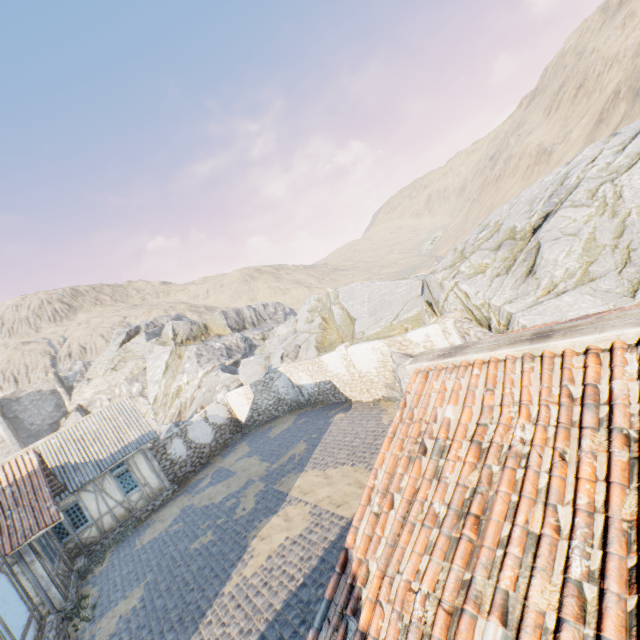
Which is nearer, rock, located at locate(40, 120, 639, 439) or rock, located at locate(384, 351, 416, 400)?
rock, located at locate(40, 120, 639, 439)

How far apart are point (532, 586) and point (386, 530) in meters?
1.3 m

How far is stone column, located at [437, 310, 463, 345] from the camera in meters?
11.4 m

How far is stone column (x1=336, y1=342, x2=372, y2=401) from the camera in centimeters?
1662cm

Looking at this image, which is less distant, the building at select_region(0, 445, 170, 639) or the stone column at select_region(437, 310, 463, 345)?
the building at select_region(0, 445, 170, 639)

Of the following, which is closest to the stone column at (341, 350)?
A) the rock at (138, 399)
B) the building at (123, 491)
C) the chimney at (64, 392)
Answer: the rock at (138, 399)

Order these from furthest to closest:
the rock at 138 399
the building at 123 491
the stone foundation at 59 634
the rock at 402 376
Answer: the rock at 402 376 → the stone foundation at 59 634 → the building at 123 491 → the rock at 138 399

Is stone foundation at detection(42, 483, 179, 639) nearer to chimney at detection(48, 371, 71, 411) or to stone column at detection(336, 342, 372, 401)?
stone column at detection(336, 342, 372, 401)
